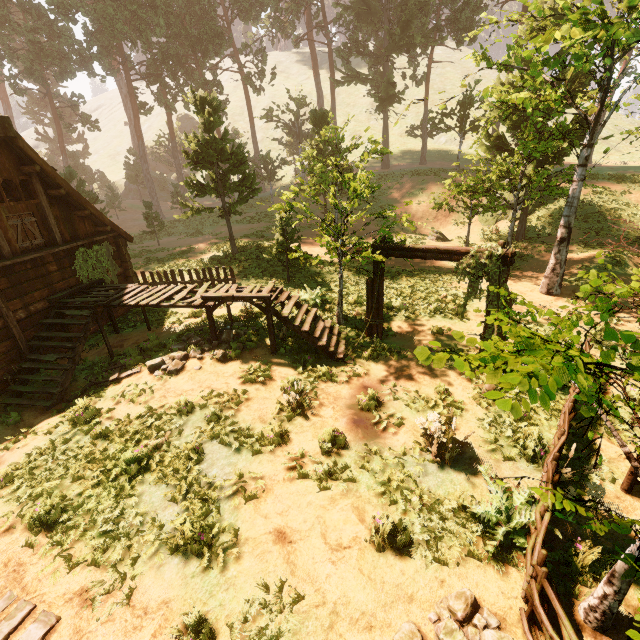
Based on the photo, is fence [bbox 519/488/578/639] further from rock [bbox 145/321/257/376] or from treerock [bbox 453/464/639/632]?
rock [bbox 145/321/257/376]

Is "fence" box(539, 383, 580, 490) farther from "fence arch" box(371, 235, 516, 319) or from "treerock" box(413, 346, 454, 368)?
"fence arch" box(371, 235, 516, 319)

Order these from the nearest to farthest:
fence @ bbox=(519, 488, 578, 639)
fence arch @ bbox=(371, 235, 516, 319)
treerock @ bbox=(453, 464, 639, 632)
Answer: treerock @ bbox=(453, 464, 639, 632)
fence @ bbox=(519, 488, 578, 639)
fence arch @ bbox=(371, 235, 516, 319)

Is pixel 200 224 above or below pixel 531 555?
above

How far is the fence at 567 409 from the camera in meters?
5.3

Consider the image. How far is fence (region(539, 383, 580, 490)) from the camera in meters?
5.3 m

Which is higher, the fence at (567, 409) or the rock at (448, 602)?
the fence at (567, 409)

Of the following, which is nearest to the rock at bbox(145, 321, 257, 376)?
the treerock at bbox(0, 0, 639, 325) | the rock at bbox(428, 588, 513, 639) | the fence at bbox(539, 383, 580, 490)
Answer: the treerock at bbox(0, 0, 639, 325)
